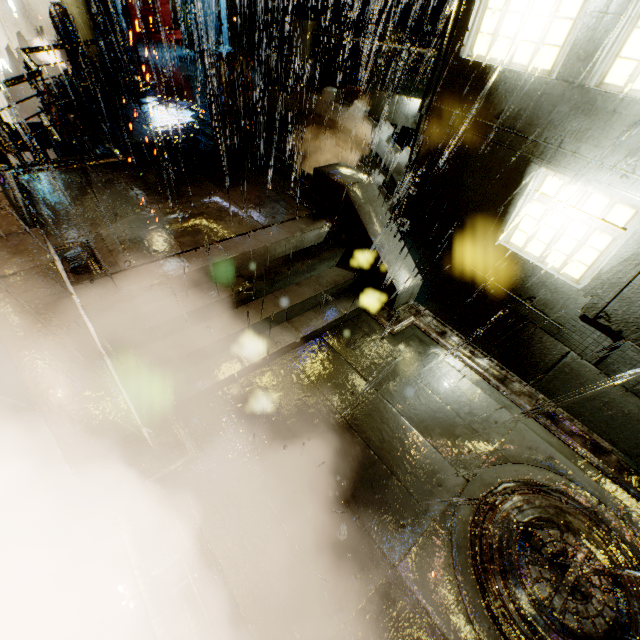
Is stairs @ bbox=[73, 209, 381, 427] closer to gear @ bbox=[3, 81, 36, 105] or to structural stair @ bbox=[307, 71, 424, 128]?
structural stair @ bbox=[307, 71, 424, 128]

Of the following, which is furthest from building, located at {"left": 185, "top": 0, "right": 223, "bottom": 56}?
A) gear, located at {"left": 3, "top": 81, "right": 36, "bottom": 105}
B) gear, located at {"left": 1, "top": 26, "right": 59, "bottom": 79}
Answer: gear, located at {"left": 3, "top": 81, "right": 36, "bottom": 105}

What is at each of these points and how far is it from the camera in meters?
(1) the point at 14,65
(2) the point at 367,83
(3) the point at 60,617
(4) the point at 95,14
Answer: (1) gear, 25.1
(2) structural stair, 11.9
(3) leaves, 3.9
(4) building, 14.6

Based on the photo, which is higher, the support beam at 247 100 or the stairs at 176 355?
the support beam at 247 100

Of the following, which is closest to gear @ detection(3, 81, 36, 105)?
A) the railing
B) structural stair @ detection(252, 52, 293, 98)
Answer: the railing

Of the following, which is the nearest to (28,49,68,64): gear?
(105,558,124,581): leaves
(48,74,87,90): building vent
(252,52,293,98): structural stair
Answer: (48,74,87,90): building vent

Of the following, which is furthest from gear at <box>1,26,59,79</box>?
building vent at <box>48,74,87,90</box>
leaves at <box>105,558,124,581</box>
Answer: leaves at <box>105,558,124,581</box>

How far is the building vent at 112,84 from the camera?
15.3 meters
